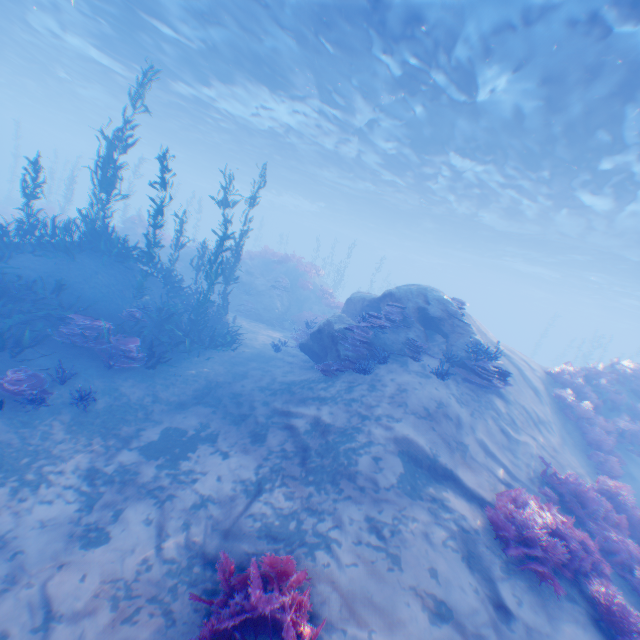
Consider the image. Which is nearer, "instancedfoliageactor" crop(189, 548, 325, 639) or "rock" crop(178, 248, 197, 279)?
"instancedfoliageactor" crop(189, 548, 325, 639)

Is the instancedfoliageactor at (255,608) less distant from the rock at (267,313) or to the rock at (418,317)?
the rock at (418,317)

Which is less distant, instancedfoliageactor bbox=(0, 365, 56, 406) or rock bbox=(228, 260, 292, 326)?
instancedfoliageactor bbox=(0, 365, 56, 406)

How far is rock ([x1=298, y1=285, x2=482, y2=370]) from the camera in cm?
1052

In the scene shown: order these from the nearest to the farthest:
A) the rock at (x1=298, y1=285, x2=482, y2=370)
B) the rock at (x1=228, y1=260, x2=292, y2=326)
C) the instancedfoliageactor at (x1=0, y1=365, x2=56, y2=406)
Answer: the instancedfoliageactor at (x1=0, y1=365, x2=56, y2=406)
the rock at (x1=298, y1=285, x2=482, y2=370)
the rock at (x1=228, y1=260, x2=292, y2=326)

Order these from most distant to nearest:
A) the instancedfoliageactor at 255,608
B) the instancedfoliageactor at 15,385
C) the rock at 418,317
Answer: the rock at 418,317, the instancedfoliageactor at 15,385, the instancedfoliageactor at 255,608

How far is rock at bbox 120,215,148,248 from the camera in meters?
21.1 m

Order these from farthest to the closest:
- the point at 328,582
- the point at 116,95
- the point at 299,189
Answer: the point at 299,189 → the point at 116,95 → the point at 328,582
